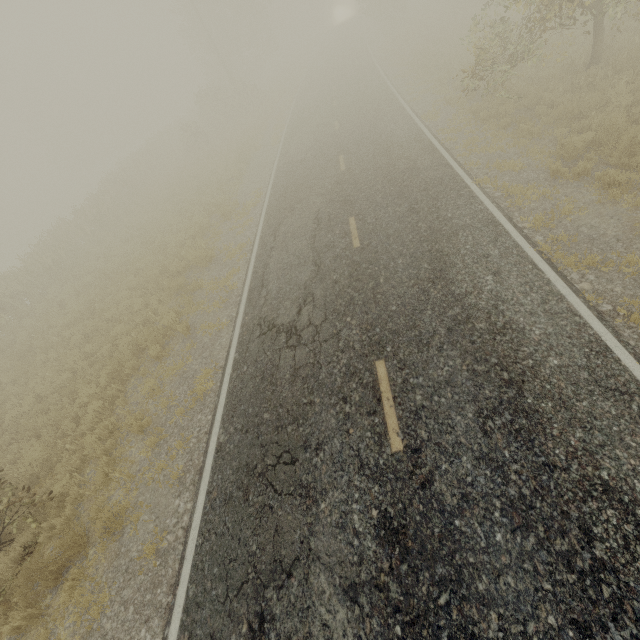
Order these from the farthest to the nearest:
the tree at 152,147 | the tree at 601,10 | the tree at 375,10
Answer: the tree at 375,10
the tree at 152,147
the tree at 601,10

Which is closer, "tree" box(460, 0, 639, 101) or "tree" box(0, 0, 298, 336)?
"tree" box(460, 0, 639, 101)

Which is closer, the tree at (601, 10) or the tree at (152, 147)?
the tree at (601, 10)

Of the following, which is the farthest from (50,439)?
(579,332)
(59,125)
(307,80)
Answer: (59,125)

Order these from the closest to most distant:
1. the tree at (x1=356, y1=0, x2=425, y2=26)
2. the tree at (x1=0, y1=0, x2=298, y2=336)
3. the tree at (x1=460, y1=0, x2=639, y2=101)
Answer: the tree at (x1=460, y1=0, x2=639, y2=101) → the tree at (x1=0, y1=0, x2=298, y2=336) → the tree at (x1=356, y1=0, x2=425, y2=26)
